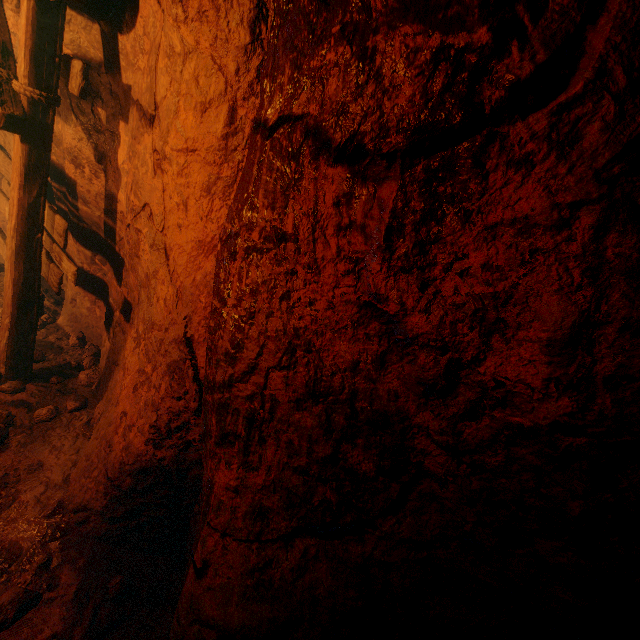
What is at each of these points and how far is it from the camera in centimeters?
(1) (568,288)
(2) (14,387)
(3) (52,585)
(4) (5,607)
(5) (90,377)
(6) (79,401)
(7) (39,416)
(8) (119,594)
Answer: (1) cave, 96cm
(2) instancedfoliageactor, 342cm
(3) burlap sack, 228cm
(4) instancedfoliageactor, 206cm
(5) instancedfoliageactor, 399cm
(6) instancedfoliageactor, 361cm
(7) instancedfoliageactor, 332cm
(8) instancedfoliageactor, 239cm

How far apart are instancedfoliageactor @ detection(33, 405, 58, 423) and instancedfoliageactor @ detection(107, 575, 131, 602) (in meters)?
1.80

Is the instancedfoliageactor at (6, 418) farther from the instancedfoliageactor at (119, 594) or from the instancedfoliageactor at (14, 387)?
the instancedfoliageactor at (119, 594)

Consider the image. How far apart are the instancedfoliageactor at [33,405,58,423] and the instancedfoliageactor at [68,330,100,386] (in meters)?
0.19

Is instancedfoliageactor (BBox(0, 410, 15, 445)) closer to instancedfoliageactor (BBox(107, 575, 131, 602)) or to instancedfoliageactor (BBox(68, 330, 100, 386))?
instancedfoliageactor (BBox(68, 330, 100, 386))

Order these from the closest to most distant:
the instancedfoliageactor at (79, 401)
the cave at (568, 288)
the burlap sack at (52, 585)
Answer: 1. the cave at (568, 288)
2. the burlap sack at (52, 585)
3. the instancedfoliageactor at (79, 401)

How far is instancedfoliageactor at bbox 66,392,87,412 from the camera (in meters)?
3.54
